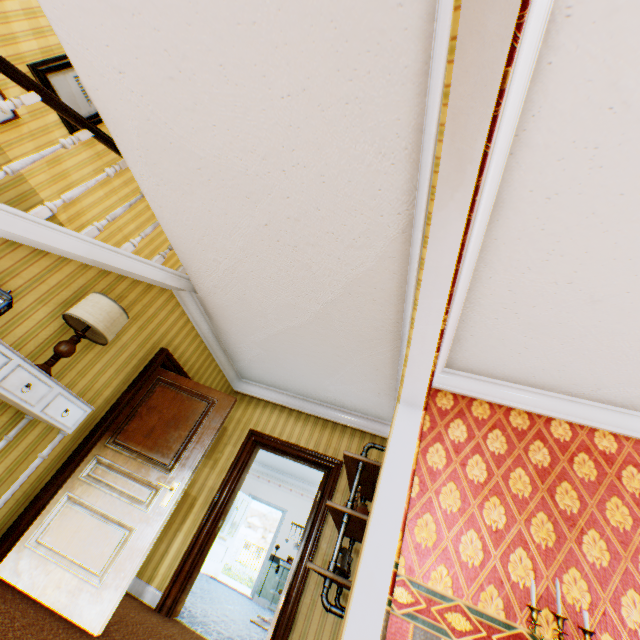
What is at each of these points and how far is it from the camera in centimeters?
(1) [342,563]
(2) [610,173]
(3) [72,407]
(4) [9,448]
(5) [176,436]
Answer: (1) pitcher, 265cm
(2) building, 180cm
(3) drawer, 265cm
(4) building, 276cm
(5) childactor, 363cm

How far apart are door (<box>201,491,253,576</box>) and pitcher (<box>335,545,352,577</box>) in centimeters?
796cm

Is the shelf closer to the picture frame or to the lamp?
the lamp

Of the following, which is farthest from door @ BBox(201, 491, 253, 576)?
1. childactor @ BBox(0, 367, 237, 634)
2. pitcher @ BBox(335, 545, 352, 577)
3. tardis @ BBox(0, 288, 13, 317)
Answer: tardis @ BBox(0, 288, 13, 317)

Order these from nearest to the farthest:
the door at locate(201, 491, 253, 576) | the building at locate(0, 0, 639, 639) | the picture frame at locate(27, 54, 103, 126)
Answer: the building at locate(0, 0, 639, 639)
the picture frame at locate(27, 54, 103, 126)
the door at locate(201, 491, 253, 576)

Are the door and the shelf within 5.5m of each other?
no

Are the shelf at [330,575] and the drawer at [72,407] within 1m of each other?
no

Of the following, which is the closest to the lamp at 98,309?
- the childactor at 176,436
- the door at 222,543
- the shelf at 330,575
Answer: the childactor at 176,436
